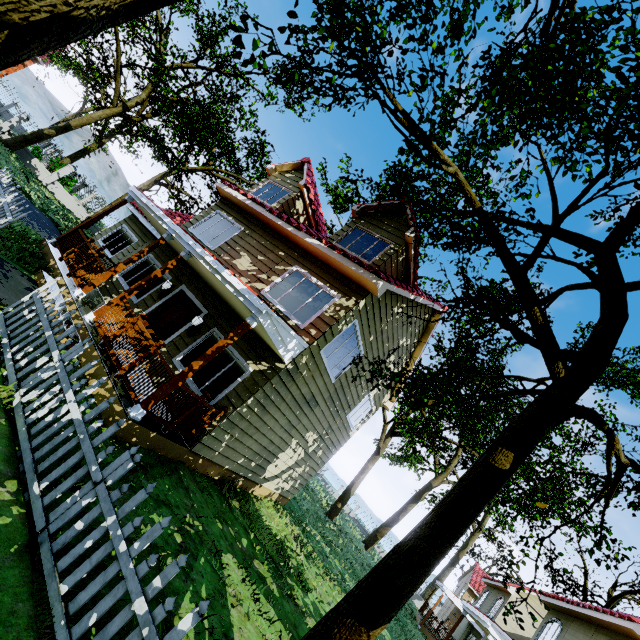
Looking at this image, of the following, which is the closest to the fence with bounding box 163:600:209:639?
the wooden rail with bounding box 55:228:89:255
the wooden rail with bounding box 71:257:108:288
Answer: the wooden rail with bounding box 71:257:108:288

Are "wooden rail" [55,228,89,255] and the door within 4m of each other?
yes

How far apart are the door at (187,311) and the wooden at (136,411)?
3.4m

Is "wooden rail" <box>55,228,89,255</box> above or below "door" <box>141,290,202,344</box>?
below

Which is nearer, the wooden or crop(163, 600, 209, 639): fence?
crop(163, 600, 209, 639): fence

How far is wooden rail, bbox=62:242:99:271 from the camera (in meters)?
8.95

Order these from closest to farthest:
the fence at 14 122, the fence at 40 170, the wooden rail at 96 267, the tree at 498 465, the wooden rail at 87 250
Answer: the tree at 498 465 → the wooden rail at 96 267 → the wooden rail at 87 250 → the fence at 14 122 → the fence at 40 170

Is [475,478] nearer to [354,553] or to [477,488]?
[477,488]
